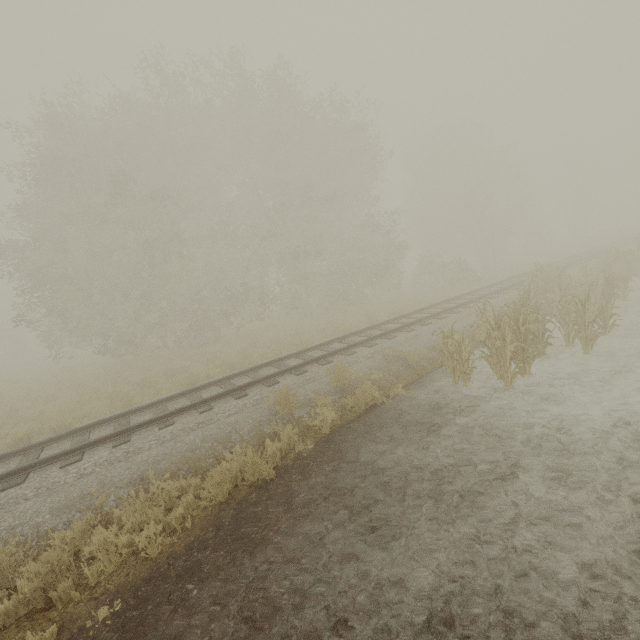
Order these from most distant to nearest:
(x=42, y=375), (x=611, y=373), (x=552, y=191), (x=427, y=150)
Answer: (x=552, y=191) < (x=427, y=150) < (x=42, y=375) < (x=611, y=373)

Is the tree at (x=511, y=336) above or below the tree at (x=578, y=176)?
below

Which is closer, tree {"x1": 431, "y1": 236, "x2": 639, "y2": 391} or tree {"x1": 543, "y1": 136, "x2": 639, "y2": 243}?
tree {"x1": 431, "y1": 236, "x2": 639, "y2": 391}

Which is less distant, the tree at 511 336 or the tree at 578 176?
the tree at 511 336

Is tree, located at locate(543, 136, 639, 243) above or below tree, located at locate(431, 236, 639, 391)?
above
